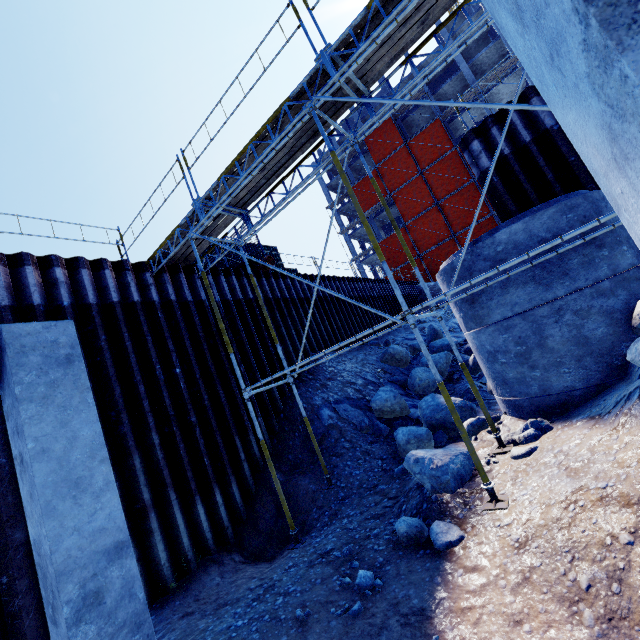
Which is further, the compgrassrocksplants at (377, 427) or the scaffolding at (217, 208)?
the compgrassrocksplants at (377, 427)

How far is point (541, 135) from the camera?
8.27m

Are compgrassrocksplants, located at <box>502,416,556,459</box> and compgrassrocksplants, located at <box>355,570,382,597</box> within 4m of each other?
yes

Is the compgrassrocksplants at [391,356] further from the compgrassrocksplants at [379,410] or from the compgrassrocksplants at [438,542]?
the compgrassrocksplants at [438,542]

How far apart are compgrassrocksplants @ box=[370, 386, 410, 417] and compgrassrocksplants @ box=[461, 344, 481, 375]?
3.3m

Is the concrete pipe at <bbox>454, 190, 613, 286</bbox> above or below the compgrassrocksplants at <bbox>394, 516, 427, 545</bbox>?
above

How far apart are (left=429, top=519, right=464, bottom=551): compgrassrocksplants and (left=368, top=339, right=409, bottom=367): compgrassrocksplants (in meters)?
8.52

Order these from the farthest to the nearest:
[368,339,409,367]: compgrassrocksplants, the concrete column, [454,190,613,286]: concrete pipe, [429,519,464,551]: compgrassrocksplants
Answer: [368,339,409,367]: compgrassrocksplants
[454,190,613,286]: concrete pipe
[429,519,464,551]: compgrassrocksplants
the concrete column
